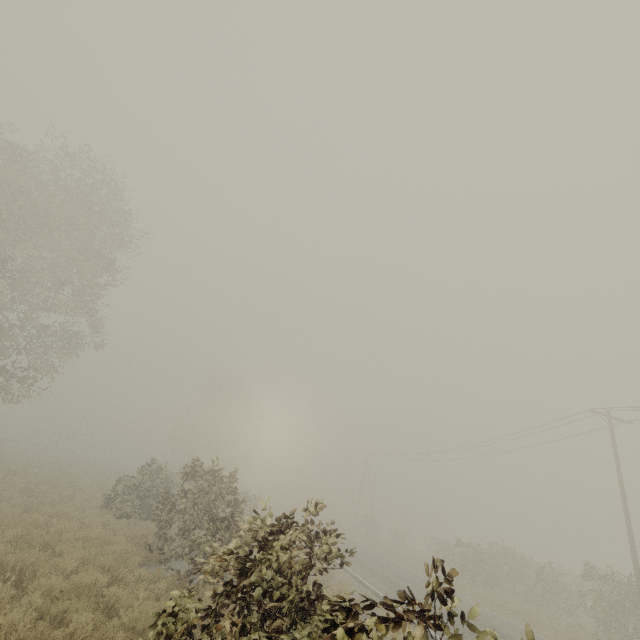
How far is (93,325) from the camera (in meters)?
20.95

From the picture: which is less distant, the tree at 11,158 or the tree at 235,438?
the tree at 235,438

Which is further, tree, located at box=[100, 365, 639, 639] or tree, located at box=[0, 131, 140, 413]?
tree, located at box=[0, 131, 140, 413]
